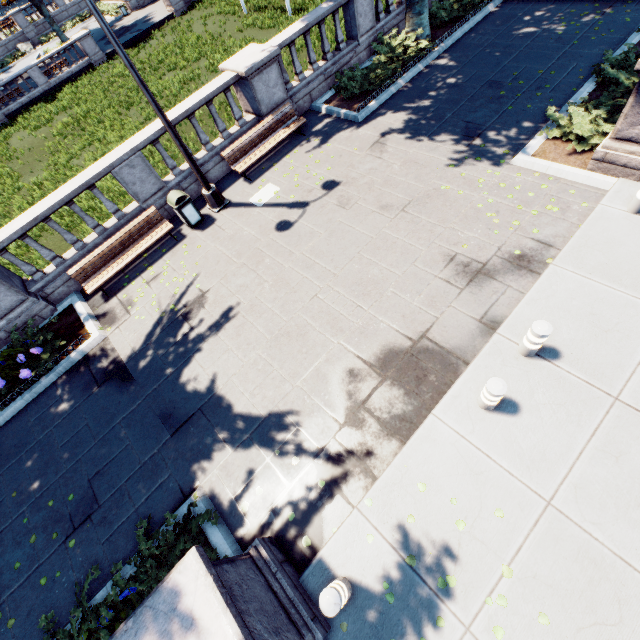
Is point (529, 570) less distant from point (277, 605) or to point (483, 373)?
point (483, 373)

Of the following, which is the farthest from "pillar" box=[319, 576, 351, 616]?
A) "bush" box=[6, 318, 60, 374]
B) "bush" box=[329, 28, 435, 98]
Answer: "bush" box=[329, 28, 435, 98]

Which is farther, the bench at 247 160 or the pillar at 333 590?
the bench at 247 160

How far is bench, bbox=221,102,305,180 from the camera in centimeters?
1012cm

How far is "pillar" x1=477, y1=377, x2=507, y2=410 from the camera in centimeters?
452cm

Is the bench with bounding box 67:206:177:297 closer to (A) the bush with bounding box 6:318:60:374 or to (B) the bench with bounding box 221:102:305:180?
(A) the bush with bounding box 6:318:60:374

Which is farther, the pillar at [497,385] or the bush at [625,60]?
the bush at [625,60]

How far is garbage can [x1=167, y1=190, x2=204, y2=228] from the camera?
9.1 meters
